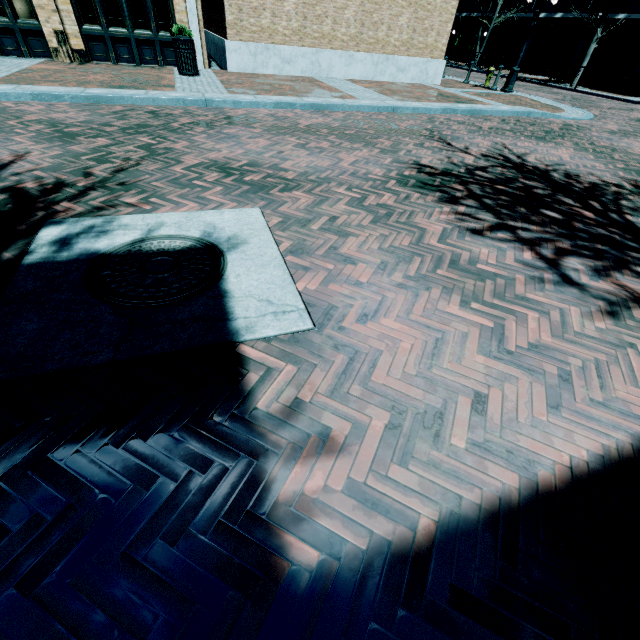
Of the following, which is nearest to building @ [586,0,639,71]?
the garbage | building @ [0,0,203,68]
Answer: building @ [0,0,203,68]

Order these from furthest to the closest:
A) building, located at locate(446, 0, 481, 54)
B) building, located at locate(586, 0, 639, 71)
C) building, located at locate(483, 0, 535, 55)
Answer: building, located at locate(446, 0, 481, 54)
building, located at locate(483, 0, 535, 55)
building, located at locate(586, 0, 639, 71)

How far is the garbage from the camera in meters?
9.3

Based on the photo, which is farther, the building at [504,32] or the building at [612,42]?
the building at [504,32]

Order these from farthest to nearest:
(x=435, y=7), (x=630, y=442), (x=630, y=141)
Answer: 1. (x=435, y=7)
2. (x=630, y=141)
3. (x=630, y=442)

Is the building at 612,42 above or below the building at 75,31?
above

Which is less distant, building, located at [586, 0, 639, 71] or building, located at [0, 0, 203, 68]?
building, located at [0, 0, 203, 68]

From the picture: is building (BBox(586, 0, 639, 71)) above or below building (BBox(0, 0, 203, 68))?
above
